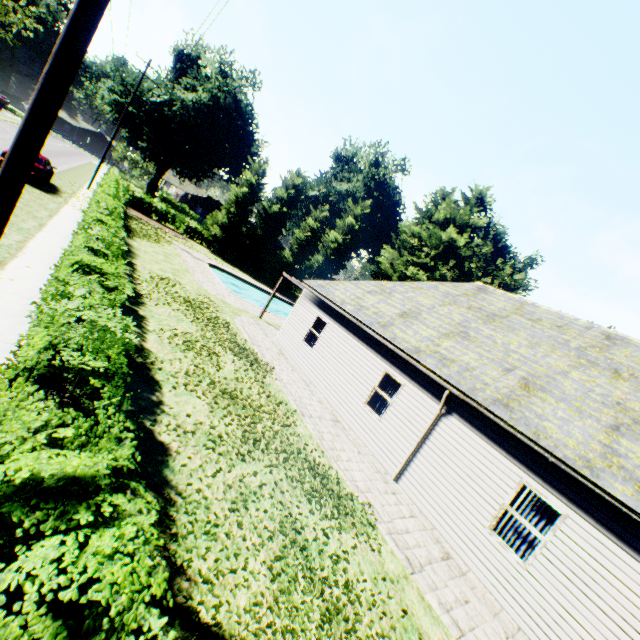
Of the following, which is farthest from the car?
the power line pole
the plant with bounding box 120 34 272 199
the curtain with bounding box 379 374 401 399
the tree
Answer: the plant with bounding box 120 34 272 199

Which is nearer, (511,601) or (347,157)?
(511,601)

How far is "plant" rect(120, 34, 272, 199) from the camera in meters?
40.1 m

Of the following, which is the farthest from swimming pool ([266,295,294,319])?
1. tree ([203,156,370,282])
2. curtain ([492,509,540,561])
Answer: curtain ([492,509,540,561])

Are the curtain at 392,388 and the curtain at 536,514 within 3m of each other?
no

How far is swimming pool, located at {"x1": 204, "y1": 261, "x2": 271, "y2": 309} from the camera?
26.1m

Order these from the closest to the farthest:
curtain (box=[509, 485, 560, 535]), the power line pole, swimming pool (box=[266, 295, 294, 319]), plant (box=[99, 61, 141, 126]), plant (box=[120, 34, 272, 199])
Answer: the power line pole, curtain (box=[509, 485, 560, 535]), swimming pool (box=[266, 295, 294, 319]), plant (box=[99, 61, 141, 126]), plant (box=[120, 34, 272, 199])

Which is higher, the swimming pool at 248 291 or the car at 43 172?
the car at 43 172
